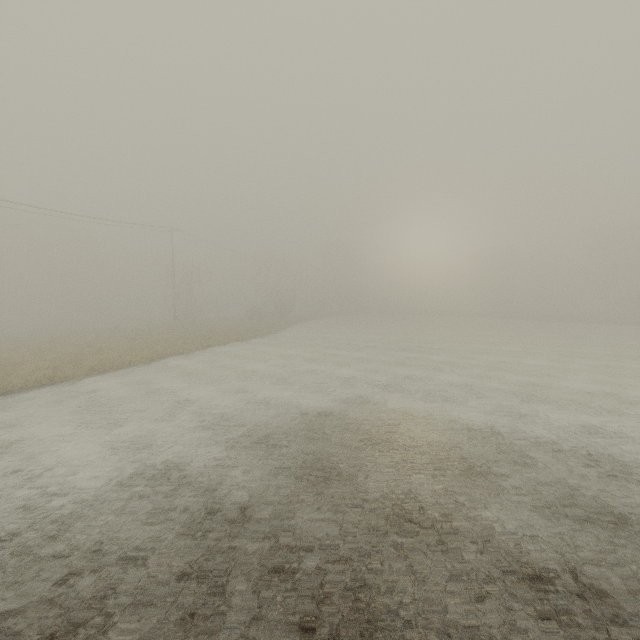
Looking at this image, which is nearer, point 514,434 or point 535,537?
point 535,537
